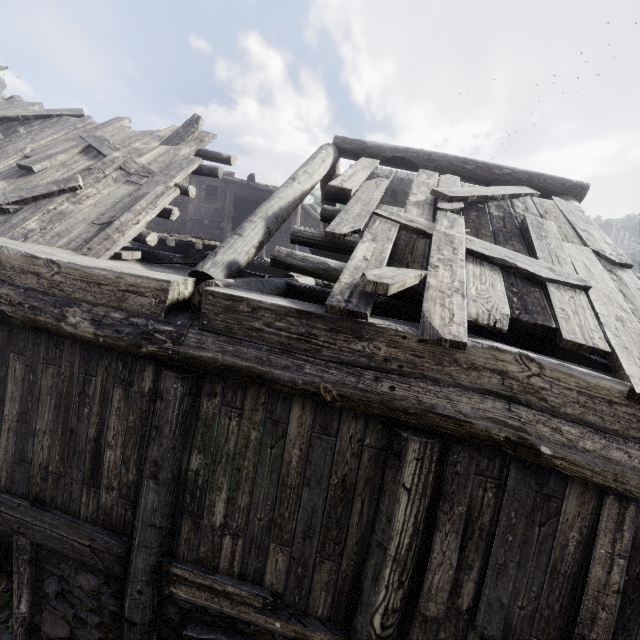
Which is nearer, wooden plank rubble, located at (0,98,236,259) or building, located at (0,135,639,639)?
building, located at (0,135,639,639)

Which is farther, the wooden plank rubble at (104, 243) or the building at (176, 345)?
the wooden plank rubble at (104, 243)

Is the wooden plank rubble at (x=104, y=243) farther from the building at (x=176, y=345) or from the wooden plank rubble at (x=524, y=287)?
the wooden plank rubble at (x=524, y=287)

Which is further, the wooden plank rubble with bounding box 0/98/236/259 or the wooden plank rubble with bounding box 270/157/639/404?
the wooden plank rubble with bounding box 0/98/236/259

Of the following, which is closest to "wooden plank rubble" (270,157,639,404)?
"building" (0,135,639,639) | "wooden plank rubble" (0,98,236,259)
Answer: "building" (0,135,639,639)

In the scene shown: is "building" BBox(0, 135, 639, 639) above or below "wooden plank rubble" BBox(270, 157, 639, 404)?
below

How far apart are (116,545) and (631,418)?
5.0m

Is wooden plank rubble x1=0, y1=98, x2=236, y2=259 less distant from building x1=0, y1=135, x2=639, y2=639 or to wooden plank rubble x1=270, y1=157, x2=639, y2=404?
building x1=0, y1=135, x2=639, y2=639
